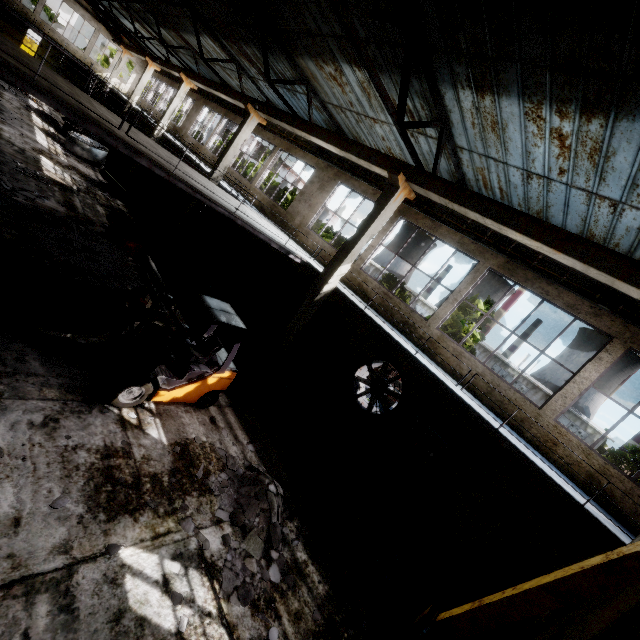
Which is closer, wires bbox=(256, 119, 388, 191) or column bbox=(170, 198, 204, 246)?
wires bbox=(256, 119, 388, 191)

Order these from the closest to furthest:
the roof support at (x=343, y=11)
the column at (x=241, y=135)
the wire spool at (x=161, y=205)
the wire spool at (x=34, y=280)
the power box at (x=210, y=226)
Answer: the wire spool at (x=34, y=280)
the roof support at (x=343, y=11)
the column at (x=241, y=135)
the wire spool at (x=161, y=205)
the power box at (x=210, y=226)

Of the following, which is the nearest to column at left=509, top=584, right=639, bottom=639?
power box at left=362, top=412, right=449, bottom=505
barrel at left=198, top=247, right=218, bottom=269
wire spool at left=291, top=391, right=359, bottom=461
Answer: power box at left=362, top=412, right=449, bottom=505

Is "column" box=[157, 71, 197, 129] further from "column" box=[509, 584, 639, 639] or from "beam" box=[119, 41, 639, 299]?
"column" box=[509, 584, 639, 639]

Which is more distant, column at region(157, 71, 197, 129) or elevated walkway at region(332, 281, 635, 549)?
column at region(157, 71, 197, 129)

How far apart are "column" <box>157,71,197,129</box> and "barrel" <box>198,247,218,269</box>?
10.91m

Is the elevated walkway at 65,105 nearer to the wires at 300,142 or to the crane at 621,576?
the crane at 621,576

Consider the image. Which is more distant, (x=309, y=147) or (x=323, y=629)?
(x=309, y=147)
